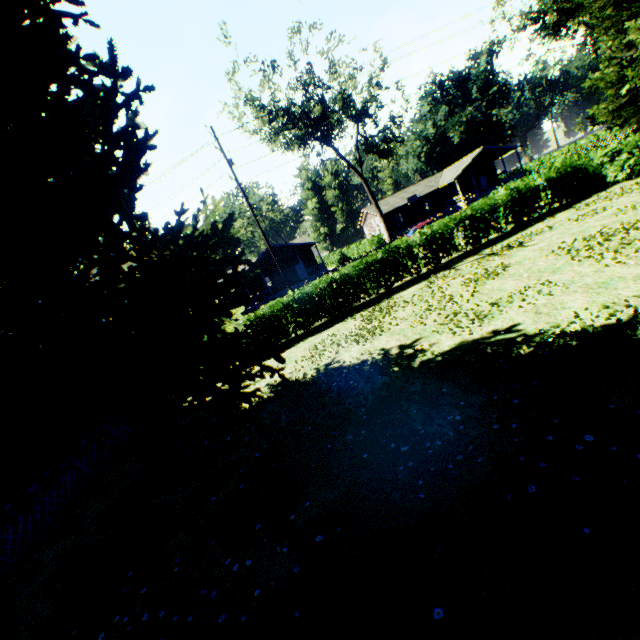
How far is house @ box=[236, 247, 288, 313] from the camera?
39.2 meters

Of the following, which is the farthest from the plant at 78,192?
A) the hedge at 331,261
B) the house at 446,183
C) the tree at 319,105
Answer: the house at 446,183

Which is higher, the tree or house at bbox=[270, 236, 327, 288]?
the tree

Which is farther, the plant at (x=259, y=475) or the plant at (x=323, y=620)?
the plant at (x=259, y=475)

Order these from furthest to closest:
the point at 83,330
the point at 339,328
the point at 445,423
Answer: the point at 339,328 → the point at 83,330 → the point at 445,423

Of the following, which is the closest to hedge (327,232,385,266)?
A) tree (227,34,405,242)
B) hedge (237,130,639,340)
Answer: tree (227,34,405,242)

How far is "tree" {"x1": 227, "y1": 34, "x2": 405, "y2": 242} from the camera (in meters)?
27.25

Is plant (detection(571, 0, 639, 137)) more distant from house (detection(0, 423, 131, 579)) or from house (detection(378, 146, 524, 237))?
house (detection(378, 146, 524, 237))
